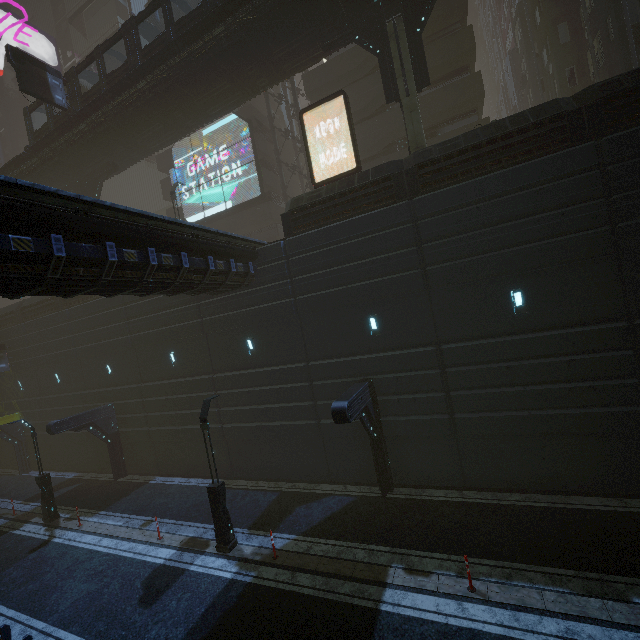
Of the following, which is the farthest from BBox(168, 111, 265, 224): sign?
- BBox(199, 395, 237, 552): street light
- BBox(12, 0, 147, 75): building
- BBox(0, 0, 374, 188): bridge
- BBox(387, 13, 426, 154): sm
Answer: BBox(199, 395, 237, 552): street light

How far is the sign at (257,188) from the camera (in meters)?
27.70

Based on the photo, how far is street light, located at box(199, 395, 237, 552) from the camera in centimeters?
1186cm

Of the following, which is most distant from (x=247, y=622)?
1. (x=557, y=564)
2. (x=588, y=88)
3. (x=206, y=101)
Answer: (x=206, y=101)

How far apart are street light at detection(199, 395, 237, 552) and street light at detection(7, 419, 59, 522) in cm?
1132

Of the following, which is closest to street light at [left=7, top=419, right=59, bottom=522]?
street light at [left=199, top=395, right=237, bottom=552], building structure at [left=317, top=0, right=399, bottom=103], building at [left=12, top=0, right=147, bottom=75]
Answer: building at [left=12, top=0, right=147, bottom=75]

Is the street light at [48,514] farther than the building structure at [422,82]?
Yes

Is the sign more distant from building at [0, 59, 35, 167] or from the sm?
the sm
